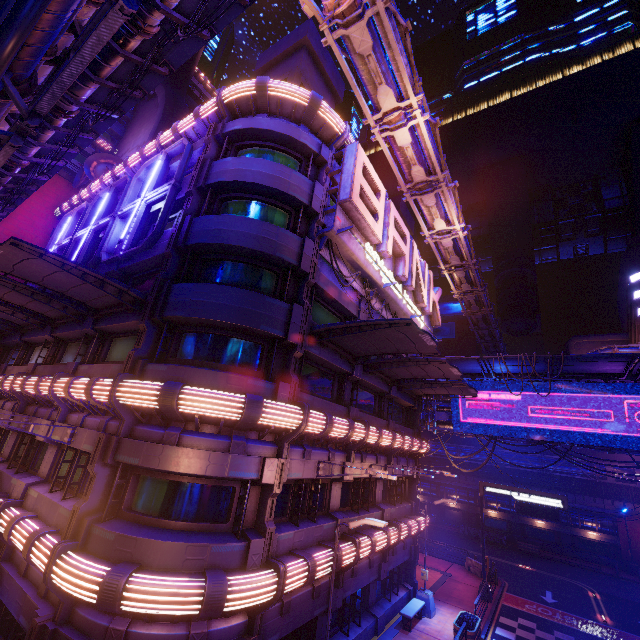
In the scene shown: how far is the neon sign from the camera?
14.4 meters

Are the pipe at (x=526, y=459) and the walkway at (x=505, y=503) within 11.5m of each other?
yes

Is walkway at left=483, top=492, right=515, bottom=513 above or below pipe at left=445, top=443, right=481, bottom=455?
below

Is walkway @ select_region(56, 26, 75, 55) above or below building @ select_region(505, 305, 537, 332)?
below

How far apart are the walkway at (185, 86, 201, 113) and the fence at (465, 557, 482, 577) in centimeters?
5244cm

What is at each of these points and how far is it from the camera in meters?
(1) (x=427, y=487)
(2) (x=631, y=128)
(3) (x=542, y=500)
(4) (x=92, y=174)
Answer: (1) walkway, 47.0 m
(2) building, 59.6 m
(3) sign, 22.0 m
(4) satellite dish, 23.9 m

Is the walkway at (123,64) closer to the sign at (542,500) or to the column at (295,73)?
the column at (295,73)

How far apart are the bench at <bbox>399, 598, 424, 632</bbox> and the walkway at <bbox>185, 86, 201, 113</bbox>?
50.55m
